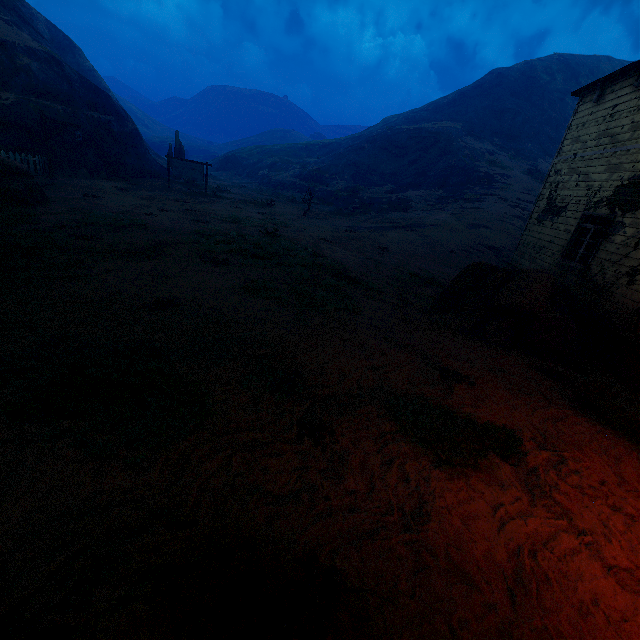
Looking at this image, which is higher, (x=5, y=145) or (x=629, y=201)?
(x=629, y=201)

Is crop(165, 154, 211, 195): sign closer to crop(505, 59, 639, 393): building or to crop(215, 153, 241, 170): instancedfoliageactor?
crop(505, 59, 639, 393): building

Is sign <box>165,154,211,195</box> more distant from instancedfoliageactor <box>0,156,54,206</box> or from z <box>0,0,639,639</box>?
instancedfoliageactor <box>0,156,54,206</box>

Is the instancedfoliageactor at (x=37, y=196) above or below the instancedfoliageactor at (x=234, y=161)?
below

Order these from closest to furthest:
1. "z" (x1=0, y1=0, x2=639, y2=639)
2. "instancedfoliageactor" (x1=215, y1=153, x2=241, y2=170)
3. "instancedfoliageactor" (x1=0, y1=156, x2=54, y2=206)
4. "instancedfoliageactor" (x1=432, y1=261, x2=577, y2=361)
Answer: "z" (x1=0, y1=0, x2=639, y2=639), "instancedfoliageactor" (x1=432, y1=261, x2=577, y2=361), "instancedfoliageactor" (x1=0, y1=156, x2=54, y2=206), "instancedfoliageactor" (x1=215, y1=153, x2=241, y2=170)

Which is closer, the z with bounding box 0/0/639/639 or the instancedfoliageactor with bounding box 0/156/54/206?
the z with bounding box 0/0/639/639

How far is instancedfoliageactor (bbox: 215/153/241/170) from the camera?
51.1 meters

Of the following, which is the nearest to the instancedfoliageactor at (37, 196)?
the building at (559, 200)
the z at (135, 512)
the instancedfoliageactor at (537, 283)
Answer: the z at (135, 512)
